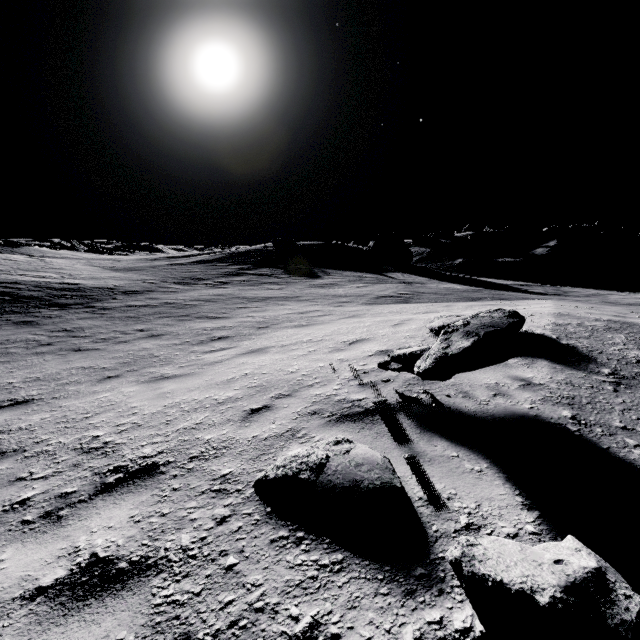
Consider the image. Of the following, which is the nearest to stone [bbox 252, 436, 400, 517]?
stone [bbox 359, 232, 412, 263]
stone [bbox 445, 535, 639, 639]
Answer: stone [bbox 445, 535, 639, 639]

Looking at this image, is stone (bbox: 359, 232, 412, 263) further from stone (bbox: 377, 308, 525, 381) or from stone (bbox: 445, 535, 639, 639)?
stone (bbox: 445, 535, 639, 639)

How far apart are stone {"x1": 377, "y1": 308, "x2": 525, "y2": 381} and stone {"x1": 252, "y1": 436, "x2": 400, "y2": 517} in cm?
93

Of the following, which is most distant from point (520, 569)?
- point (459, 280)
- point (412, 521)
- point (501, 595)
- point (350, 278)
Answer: point (459, 280)

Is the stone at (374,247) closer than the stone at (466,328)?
No

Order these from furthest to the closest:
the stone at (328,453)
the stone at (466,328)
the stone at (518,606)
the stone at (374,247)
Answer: the stone at (374,247) < the stone at (466,328) < the stone at (328,453) < the stone at (518,606)

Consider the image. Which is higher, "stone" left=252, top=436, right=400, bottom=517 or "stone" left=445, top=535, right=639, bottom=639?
"stone" left=445, top=535, right=639, bottom=639

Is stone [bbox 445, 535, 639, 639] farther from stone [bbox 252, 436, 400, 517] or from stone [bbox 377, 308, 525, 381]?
stone [bbox 377, 308, 525, 381]
